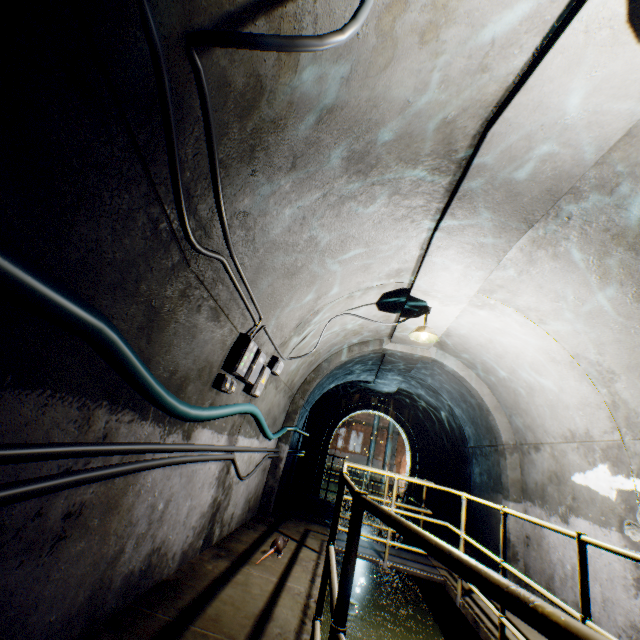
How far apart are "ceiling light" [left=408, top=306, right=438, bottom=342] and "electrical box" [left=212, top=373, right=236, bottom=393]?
2.45m

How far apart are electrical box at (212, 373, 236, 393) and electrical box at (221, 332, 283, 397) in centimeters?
11cm

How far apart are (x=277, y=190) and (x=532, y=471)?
6.1m

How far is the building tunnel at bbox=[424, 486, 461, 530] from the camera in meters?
8.5

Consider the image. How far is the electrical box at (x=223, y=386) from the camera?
3.02m

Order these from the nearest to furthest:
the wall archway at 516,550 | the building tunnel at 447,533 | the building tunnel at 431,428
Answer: the wall archway at 516,550, the building tunnel at 431,428, the building tunnel at 447,533

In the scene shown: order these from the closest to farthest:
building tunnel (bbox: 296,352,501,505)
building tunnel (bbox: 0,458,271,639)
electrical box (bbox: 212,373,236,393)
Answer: building tunnel (bbox: 0,458,271,639) → electrical box (bbox: 212,373,236,393) → building tunnel (bbox: 296,352,501,505)

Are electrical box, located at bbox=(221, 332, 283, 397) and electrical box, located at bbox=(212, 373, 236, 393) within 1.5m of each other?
yes
